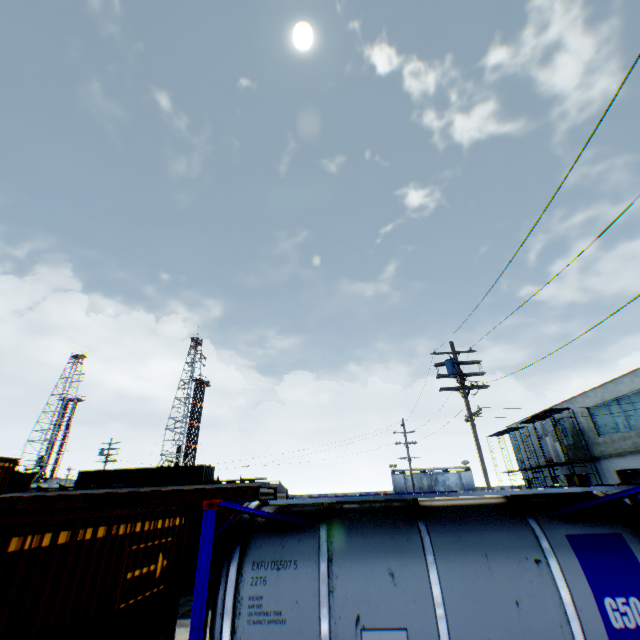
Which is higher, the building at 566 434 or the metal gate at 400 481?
the building at 566 434

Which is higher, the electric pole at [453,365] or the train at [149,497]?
the electric pole at [453,365]

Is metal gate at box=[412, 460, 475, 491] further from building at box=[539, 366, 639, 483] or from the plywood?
the plywood

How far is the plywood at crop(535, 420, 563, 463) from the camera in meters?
27.4

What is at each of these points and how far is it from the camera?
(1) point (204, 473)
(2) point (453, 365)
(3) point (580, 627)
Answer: (1) storage container, 29.6m
(2) electric pole, 15.8m
(3) tank container, 4.0m

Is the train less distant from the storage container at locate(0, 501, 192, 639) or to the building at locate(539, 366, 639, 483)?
the storage container at locate(0, 501, 192, 639)

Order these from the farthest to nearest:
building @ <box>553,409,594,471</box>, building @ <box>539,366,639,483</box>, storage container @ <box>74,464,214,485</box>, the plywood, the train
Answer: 1. storage container @ <box>74,464,214,485</box>
2. building @ <box>553,409,594,471</box>
3. the plywood
4. building @ <box>539,366,639,483</box>
5. the train

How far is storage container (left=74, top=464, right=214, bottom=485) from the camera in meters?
29.3 m
